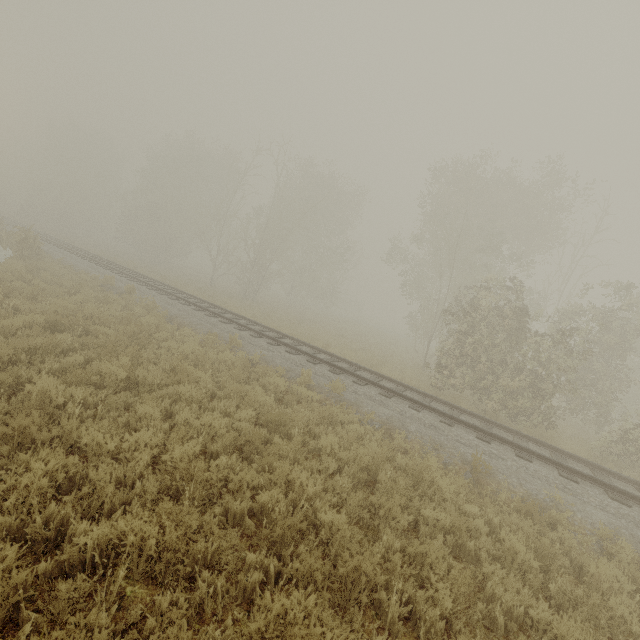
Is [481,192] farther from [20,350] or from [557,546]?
[20,350]

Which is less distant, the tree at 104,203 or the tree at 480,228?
the tree at 480,228

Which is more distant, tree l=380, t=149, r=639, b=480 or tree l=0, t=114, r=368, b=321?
tree l=0, t=114, r=368, b=321
